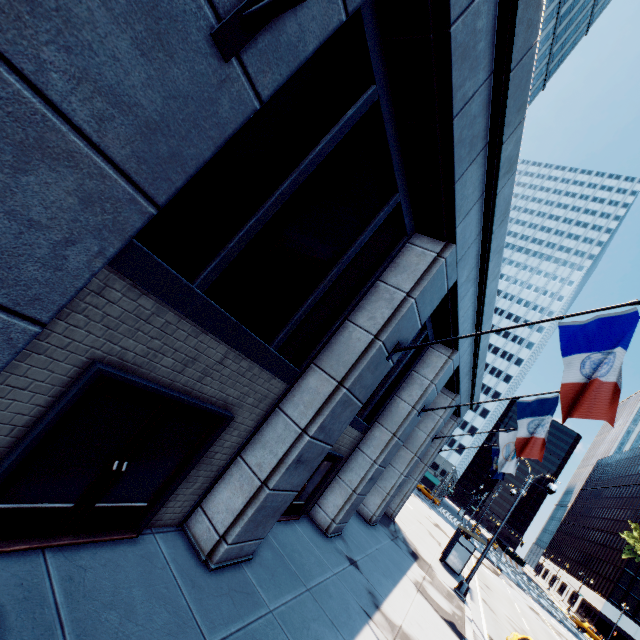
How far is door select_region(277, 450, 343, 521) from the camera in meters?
9.4 m

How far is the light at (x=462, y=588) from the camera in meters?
15.8 m

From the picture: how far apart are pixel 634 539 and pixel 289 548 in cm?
6002

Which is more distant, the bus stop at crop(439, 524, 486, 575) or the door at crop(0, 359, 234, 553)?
the bus stop at crop(439, 524, 486, 575)

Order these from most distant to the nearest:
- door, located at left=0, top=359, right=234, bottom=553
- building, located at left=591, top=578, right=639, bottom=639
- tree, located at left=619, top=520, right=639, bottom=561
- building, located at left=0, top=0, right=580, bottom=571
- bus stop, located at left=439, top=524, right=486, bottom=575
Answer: building, located at left=591, top=578, right=639, bottom=639
tree, located at left=619, top=520, right=639, bottom=561
bus stop, located at left=439, top=524, right=486, bottom=575
door, located at left=0, top=359, right=234, bottom=553
building, located at left=0, top=0, right=580, bottom=571

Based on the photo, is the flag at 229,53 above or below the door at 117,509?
above

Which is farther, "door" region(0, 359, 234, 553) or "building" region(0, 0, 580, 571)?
"door" region(0, 359, 234, 553)

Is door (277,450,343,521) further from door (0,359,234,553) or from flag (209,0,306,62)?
flag (209,0,306,62)
